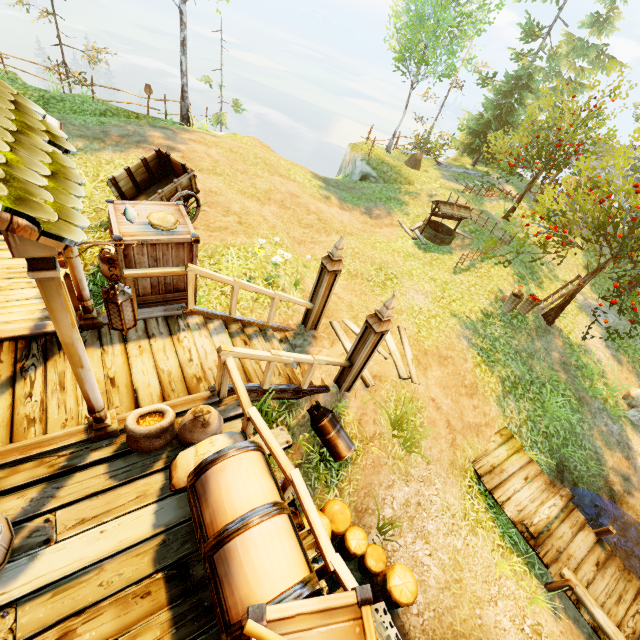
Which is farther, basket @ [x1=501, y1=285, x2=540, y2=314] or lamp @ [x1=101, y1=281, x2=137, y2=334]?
basket @ [x1=501, y1=285, x2=540, y2=314]

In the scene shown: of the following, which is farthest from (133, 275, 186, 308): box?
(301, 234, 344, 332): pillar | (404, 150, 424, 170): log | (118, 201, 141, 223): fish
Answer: (404, 150, 424, 170): log

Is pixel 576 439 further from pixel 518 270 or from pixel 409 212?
pixel 409 212

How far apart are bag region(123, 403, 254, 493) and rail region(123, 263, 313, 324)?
1.76m

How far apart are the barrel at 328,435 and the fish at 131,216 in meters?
4.0 m

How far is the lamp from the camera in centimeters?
251cm

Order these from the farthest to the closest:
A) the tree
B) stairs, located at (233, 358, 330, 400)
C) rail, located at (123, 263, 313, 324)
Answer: the tree, stairs, located at (233, 358, 330, 400), rail, located at (123, 263, 313, 324)

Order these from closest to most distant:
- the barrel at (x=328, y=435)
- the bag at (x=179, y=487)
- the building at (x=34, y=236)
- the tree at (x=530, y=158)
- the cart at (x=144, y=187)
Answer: the building at (x=34, y=236) → the bag at (x=179, y=487) → the barrel at (x=328, y=435) → the cart at (x=144, y=187) → the tree at (x=530, y=158)
